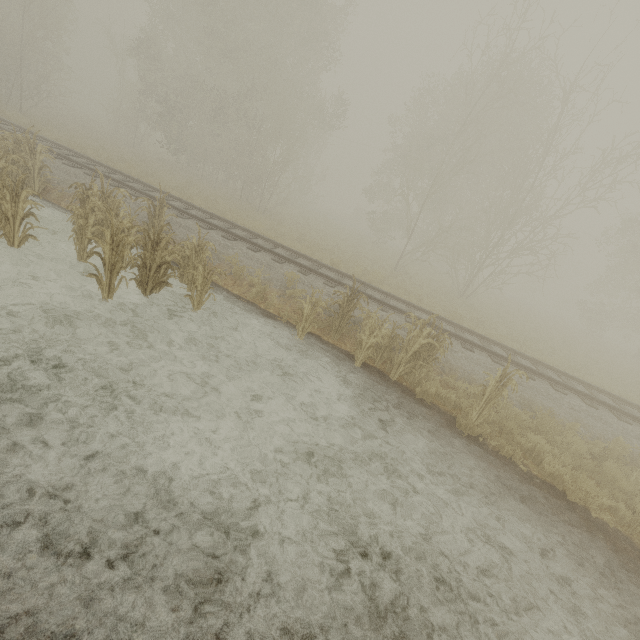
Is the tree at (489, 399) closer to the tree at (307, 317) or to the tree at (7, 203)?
the tree at (307, 317)

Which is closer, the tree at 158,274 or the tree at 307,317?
the tree at 158,274

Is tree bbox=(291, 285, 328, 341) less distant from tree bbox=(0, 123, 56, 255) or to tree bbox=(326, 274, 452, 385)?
tree bbox=(326, 274, 452, 385)

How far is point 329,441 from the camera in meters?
5.4

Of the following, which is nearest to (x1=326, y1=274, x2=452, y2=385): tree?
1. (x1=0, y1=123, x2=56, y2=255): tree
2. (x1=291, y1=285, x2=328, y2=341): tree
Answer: (x1=291, y1=285, x2=328, y2=341): tree

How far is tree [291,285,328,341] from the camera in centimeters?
763cm
